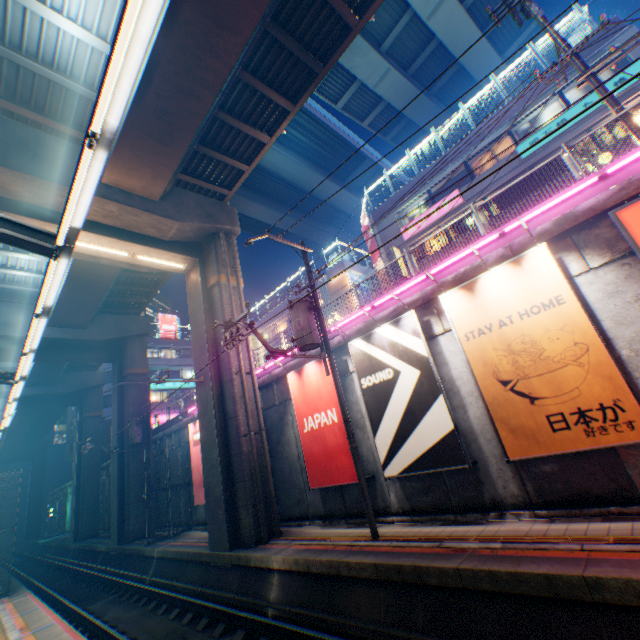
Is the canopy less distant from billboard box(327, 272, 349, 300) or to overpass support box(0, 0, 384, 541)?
overpass support box(0, 0, 384, 541)

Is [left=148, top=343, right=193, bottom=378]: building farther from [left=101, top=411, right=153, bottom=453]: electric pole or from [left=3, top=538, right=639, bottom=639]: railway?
[left=101, top=411, right=153, bottom=453]: electric pole

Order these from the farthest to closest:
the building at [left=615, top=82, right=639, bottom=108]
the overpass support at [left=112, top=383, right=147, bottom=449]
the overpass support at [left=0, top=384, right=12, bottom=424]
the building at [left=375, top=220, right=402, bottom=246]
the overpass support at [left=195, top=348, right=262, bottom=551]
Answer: the overpass support at [left=0, top=384, right=12, bottom=424] < the building at [left=375, top=220, right=402, bottom=246] < the overpass support at [left=112, top=383, right=147, bottom=449] < the building at [left=615, top=82, right=639, bottom=108] < the overpass support at [left=195, top=348, right=262, bottom=551]

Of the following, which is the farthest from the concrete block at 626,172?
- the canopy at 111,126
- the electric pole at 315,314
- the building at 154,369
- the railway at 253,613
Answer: the canopy at 111,126

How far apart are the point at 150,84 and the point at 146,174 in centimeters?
355cm

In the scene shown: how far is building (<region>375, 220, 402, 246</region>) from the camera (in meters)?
24.00

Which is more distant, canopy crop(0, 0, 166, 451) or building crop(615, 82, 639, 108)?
building crop(615, 82, 639, 108)

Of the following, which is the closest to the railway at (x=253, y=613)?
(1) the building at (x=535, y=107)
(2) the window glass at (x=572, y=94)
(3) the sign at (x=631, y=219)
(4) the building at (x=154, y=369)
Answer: (3) the sign at (x=631, y=219)
